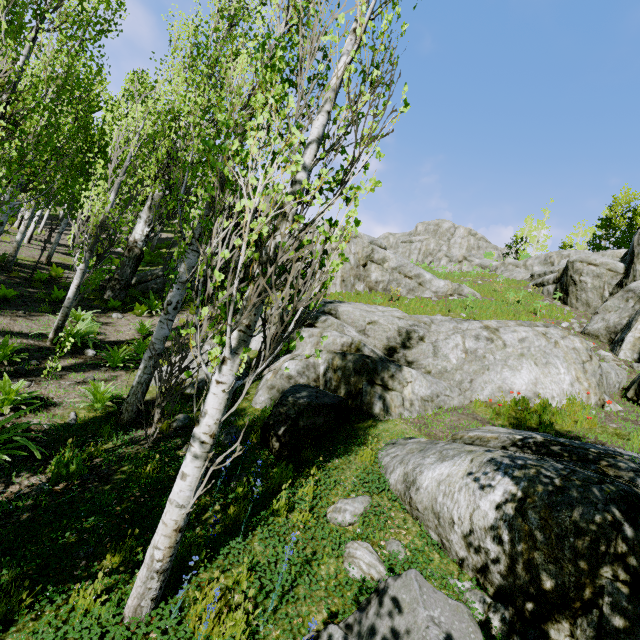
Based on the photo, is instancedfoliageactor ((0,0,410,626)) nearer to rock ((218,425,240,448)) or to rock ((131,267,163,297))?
rock ((131,267,163,297))

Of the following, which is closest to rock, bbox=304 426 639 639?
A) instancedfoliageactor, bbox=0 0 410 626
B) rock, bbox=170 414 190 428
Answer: instancedfoliageactor, bbox=0 0 410 626

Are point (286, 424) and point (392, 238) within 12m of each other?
no

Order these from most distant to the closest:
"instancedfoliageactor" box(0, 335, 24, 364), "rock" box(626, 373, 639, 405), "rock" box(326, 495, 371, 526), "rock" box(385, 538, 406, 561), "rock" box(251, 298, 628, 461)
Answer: "rock" box(626, 373, 639, 405) → "instancedfoliageactor" box(0, 335, 24, 364) → "rock" box(251, 298, 628, 461) → "rock" box(326, 495, 371, 526) → "rock" box(385, 538, 406, 561)

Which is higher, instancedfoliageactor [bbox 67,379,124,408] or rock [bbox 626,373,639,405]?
rock [bbox 626,373,639,405]

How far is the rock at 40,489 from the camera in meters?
4.0 m

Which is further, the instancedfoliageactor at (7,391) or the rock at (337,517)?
the instancedfoliageactor at (7,391)
